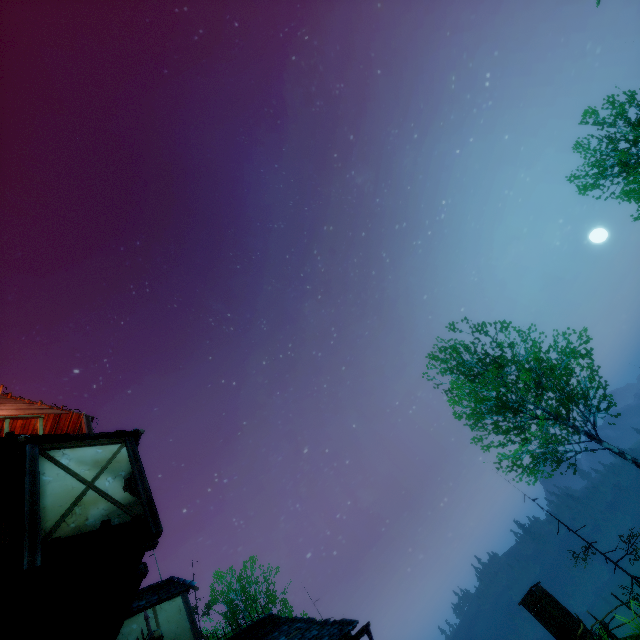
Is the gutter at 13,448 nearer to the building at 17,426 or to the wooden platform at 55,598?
the building at 17,426

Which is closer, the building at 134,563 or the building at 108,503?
the building at 108,503

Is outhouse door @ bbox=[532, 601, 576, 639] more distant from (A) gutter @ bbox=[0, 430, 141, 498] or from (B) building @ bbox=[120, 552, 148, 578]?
(A) gutter @ bbox=[0, 430, 141, 498]

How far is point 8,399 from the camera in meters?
11.8 m

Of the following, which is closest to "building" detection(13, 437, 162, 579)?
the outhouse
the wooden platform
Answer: the wooden platform

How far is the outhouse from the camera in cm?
1577

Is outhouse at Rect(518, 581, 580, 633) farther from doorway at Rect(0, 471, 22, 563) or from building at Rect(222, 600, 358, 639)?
doorway at Rect(0, 471, 22, 563)
